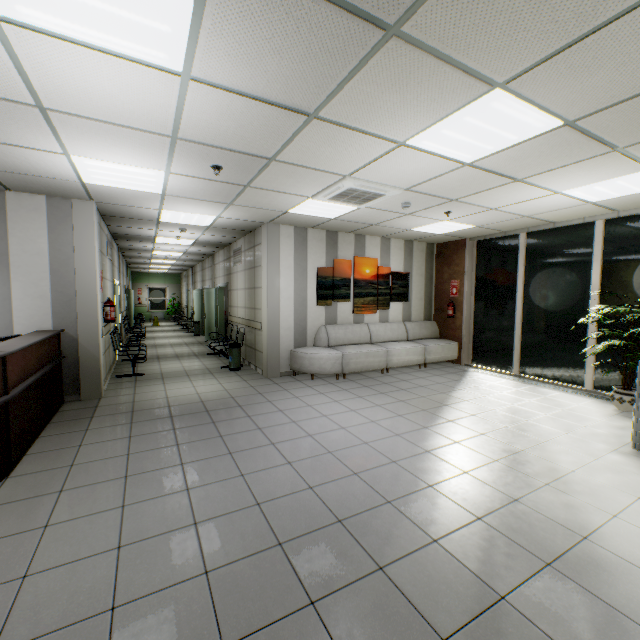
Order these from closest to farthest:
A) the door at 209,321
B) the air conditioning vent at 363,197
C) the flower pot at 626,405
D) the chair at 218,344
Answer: the air conditioning vent at 363,197
the flower pot at 626,405
the chair at 218,344
the door at 209,321

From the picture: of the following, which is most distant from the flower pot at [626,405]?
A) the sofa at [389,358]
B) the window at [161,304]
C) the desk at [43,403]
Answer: the window at [161,304]

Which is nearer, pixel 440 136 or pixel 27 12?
pixel 27 12

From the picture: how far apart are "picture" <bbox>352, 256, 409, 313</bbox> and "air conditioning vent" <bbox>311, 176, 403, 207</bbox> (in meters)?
2.10

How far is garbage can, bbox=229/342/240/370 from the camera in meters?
7.5 m

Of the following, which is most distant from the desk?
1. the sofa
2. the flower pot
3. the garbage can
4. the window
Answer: the window

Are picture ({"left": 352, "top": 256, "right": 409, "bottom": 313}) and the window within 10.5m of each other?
no

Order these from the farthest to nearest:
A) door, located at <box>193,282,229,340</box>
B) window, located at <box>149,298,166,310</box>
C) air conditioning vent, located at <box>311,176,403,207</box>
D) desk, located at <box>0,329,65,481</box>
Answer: window, located at <box>149,298,166,310</box>, door, located at <box>193,282,229,340</box>, air conditioning vent, located at <box>311,176,403,207</box>, desk, located at <box>0,329,65,481</box>
